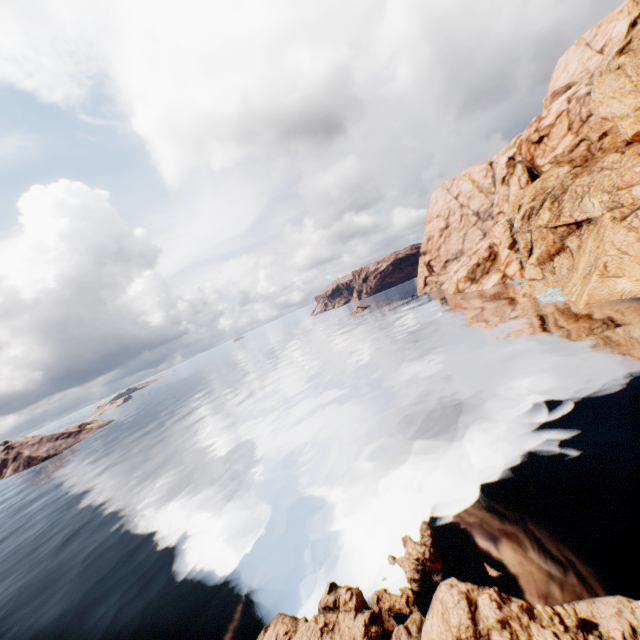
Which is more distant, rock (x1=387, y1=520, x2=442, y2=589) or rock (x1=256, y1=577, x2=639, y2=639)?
rock (x1=387, y1=520, x2=442, y2=589)

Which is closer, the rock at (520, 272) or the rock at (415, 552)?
the rock at (415, 552)

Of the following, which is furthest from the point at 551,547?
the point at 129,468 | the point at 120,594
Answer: the point at 129,468

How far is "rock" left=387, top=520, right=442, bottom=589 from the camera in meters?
13.9

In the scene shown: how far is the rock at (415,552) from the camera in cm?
1391

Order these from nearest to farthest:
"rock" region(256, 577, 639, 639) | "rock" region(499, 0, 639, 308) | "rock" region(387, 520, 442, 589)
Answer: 1. "rock" region(256, 577, 639, 639)
2. "rock" region(387, 520, 442, 589)
3. "rock" region(499, 0, 639, 308)
